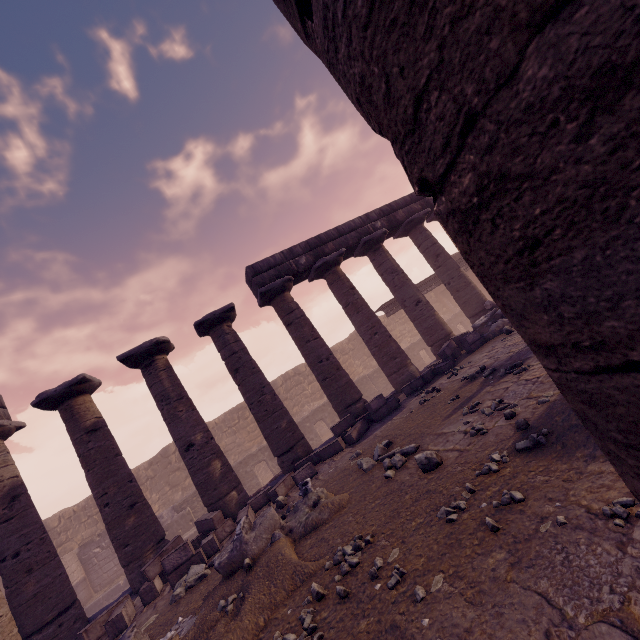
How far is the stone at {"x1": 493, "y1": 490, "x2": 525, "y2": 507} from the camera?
2.5 meters

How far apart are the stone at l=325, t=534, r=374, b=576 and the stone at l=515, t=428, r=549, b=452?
1.3 meters

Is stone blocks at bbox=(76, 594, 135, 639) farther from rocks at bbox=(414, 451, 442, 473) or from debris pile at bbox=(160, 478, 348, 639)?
rocks at bbox=(414, 451, 442, 473)

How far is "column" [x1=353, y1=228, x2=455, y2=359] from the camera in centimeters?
1197cm

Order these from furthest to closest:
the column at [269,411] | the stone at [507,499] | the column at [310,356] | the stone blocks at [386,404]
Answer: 1. the column at [310,356]
2. the column at [269,411]
3. the stone blocks at [386,404]
4. the stone at [507,499]

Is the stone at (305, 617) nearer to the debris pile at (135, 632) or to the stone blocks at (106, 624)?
the debris pile at (135, 632)

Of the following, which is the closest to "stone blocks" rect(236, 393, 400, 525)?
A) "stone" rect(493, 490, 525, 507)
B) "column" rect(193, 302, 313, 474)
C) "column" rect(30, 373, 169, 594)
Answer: "column" rect(193, 302, 313, 474)

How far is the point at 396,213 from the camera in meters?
13.6
